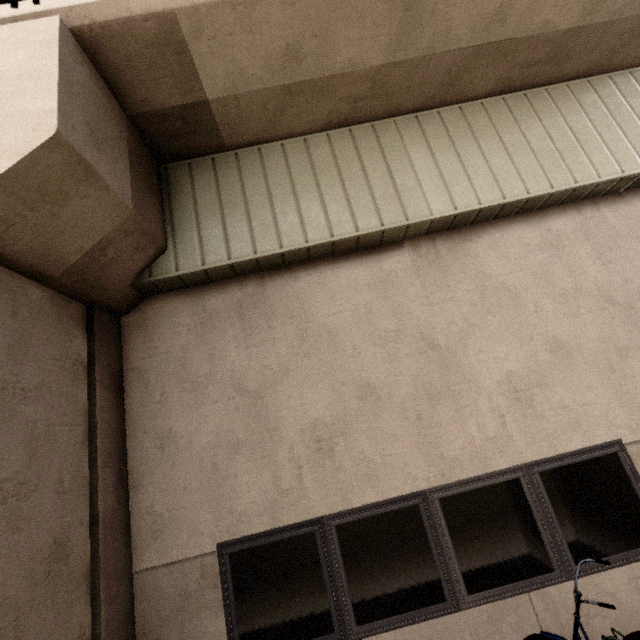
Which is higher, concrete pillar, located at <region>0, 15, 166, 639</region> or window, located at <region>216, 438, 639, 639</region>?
concrete pillar, located at <region>0, 15, 166, 639</region>

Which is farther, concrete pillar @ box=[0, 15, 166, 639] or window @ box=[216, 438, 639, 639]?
window @ box=[216, 438, 639, 639]

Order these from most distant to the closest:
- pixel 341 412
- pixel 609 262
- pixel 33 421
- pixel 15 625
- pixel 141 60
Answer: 1. pixel 609 262
2. pixel 341 412
3. pixel 141 60
4. pixel 33 421
5. pixel 15 625

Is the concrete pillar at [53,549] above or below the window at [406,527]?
above

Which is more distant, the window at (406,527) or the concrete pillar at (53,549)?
the window at (406,527)
